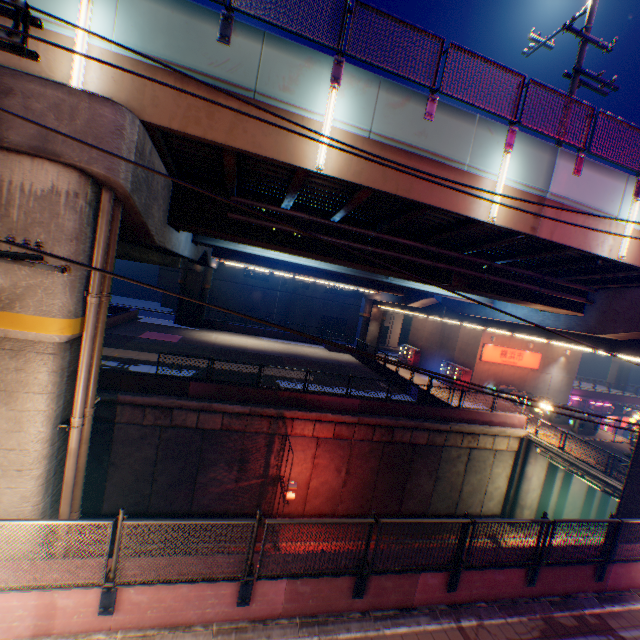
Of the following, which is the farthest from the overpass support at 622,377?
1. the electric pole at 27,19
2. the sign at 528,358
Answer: the sign at 528,358

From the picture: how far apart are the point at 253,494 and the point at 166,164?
16.0 meters

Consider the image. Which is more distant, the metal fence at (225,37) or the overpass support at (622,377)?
the overpass support at (622,377)

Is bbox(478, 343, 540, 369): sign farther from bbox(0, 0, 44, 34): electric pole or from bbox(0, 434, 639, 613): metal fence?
bbox(0, 0, 44, 34): electric pole

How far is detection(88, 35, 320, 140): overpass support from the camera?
6.33m

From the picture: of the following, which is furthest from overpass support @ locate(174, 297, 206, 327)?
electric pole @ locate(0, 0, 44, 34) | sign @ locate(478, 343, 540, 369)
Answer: sign @ locate(478, 343, 540, 369)

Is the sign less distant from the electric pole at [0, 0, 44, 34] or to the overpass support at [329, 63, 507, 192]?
the overpass support at [329, 63, 507, 192]
